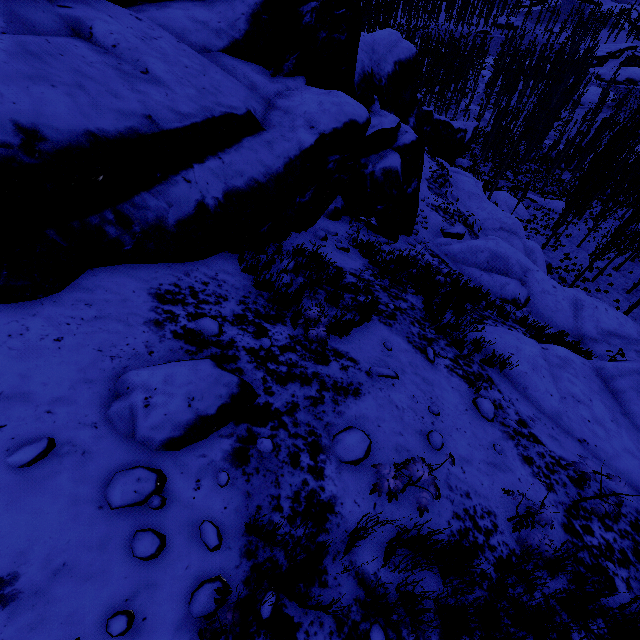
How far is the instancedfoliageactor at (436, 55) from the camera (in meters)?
43.16

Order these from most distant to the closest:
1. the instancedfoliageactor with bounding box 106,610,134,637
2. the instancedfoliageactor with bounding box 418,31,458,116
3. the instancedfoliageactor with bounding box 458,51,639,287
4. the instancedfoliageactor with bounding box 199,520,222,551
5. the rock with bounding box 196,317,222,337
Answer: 1. the instancedfoliageactor with bounding box 418,31,458,116
2. the instancedfoliageactor with bounding box 458,51,639,287
3. the rock with bounding box 196,317,222,337
4. the instancedfoliageactor with bounding box 199,520,222,551
5. the instancedfoliageactor with bounding box 106,610,134,637

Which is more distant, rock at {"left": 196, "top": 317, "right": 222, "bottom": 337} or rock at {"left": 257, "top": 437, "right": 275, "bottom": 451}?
rock at {"left": 196, "top": 317, "right": 222, "bottom": 337}

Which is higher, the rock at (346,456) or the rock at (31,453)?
the rock at (31,453)

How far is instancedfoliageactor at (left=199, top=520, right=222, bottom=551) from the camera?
2.35m

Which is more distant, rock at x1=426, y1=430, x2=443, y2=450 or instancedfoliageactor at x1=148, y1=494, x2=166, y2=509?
rock at x1=426, y1=430, x2=443, y2=450

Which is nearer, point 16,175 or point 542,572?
point 16,175

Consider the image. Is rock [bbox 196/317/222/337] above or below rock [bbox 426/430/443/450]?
above
